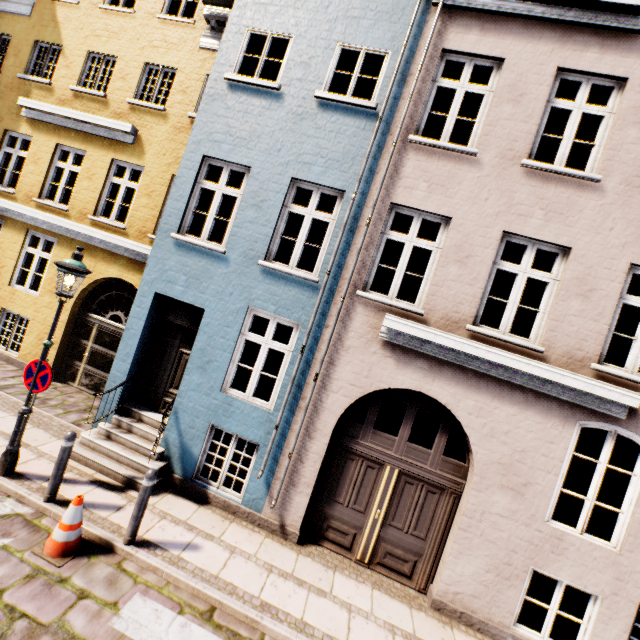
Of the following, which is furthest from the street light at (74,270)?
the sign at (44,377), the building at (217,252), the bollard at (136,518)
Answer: the bollard at (136,518)

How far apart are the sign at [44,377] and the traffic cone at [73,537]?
1.88m

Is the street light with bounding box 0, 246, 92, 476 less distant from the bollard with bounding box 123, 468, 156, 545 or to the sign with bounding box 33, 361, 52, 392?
the sign with bounding box 33, 361, 52, 392

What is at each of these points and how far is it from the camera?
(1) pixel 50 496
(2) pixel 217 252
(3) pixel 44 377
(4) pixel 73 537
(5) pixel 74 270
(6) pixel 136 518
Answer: (1) bollard, 4.9 meters
(2) building, 6.5 meters
(3) sign, 5.2 meters
(4) traffic cone, 4.3 meters
(5) street light, 5.1 meters
(6) bollard, 4.6 meters

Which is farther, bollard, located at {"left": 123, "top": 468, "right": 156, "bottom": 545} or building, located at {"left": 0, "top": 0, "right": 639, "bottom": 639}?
building, located at {"left": 0, "top": 0, "right": 639, "bottom": 639}

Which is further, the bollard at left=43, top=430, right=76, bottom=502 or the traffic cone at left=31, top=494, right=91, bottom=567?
the bollard at left=43, top=430, right=76, bottom=502

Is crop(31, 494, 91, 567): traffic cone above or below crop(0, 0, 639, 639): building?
below

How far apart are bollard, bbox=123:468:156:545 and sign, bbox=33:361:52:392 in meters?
2.3 m
